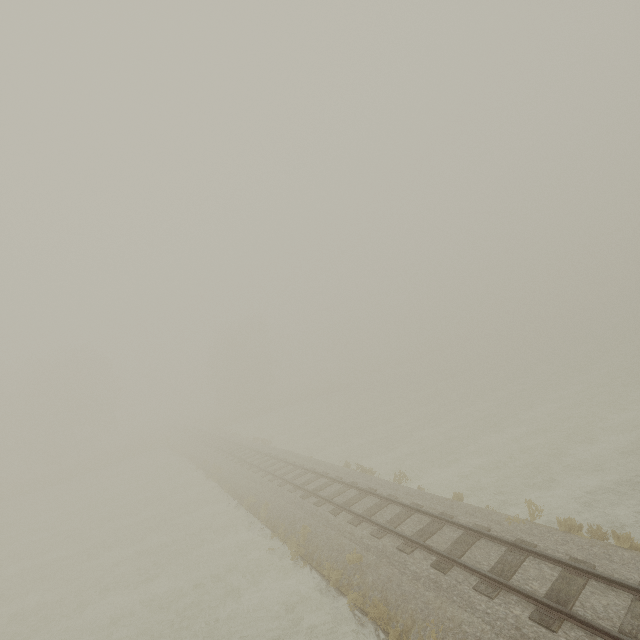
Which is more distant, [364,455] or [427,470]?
[364,455]
